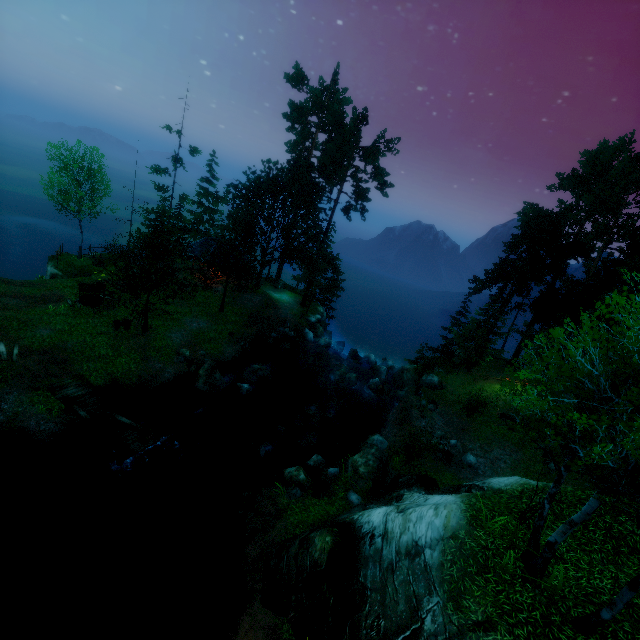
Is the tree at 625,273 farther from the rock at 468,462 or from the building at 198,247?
the rock at 468,462

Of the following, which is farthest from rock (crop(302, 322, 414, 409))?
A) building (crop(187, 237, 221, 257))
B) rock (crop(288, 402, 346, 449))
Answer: building (crop(187, 237, 221, 257))

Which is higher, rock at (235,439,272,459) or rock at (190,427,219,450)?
rock at (235,439,272,459)

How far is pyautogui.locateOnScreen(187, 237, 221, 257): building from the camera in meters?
34.8

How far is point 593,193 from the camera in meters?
30.0

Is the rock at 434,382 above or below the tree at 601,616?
below

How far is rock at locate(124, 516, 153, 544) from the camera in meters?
14.0 m

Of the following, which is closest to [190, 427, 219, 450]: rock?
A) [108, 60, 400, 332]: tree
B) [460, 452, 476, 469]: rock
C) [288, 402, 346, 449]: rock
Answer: [288, 402, 346, 449]: rock
